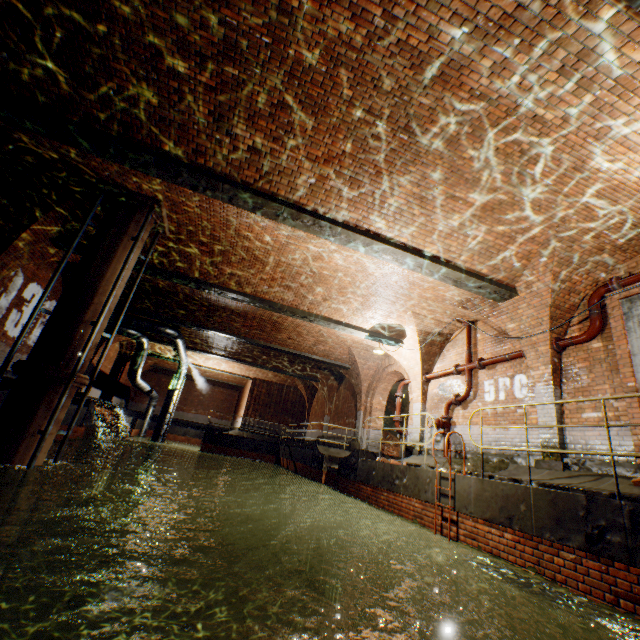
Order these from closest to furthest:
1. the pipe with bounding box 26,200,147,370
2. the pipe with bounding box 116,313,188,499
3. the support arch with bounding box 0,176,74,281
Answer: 1. the pipe with bounding box 26,200,147,370
2. the support arch with bounding box 0,176,74,281
3. the pipe with bounding box 116,313,188,499

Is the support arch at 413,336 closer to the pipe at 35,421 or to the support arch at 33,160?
the support arch at 33,160

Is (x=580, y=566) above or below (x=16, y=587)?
above

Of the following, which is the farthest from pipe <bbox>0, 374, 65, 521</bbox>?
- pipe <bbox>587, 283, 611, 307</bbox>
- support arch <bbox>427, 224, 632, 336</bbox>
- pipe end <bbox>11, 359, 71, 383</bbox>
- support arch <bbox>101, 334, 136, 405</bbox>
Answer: support arch <bbox>101, 334, 136, 405</bbox>

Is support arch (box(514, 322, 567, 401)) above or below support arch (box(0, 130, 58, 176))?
below

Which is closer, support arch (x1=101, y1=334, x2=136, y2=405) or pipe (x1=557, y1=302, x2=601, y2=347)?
pipe (x1=557, y1=302, x2=601, y2=347)

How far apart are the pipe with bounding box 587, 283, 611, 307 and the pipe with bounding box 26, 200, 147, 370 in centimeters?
1021cm

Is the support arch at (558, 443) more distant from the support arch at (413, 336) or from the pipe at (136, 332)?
the pipe at (136, 332)
